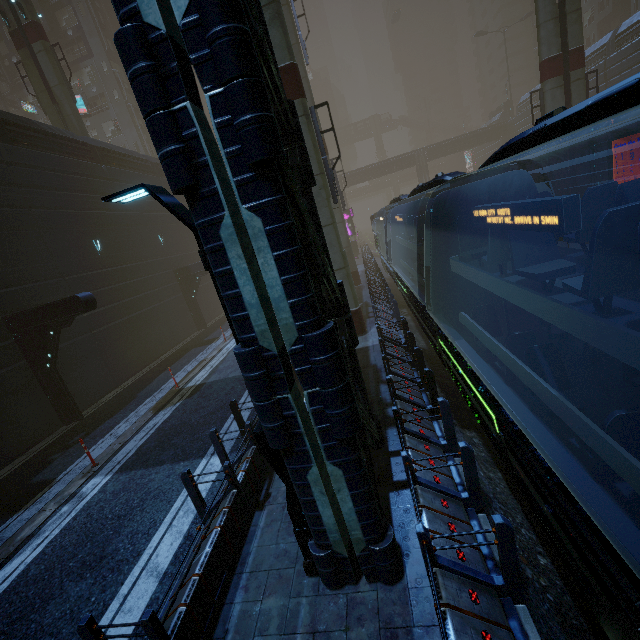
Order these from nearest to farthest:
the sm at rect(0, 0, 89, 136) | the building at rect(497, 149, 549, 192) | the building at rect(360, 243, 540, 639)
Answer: the building at rect(360, 243, 540, 639), the sm at rect(0, 0, 89, 136), the building at rect(497, 149, 549, 192)

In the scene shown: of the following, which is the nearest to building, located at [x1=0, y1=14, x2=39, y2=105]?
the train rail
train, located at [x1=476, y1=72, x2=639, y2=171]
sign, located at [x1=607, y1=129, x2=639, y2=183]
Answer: the train rail

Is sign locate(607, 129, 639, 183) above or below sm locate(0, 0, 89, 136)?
below

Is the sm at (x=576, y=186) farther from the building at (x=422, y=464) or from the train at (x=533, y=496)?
the train at (x=533, y=496)

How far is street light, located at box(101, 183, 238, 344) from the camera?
3.42m

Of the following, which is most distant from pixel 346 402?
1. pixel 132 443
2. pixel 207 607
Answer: pixel 132 443

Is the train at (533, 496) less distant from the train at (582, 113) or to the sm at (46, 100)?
the train at (582, 113)

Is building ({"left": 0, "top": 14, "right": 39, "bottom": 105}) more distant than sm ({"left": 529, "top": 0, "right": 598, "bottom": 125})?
Yes
